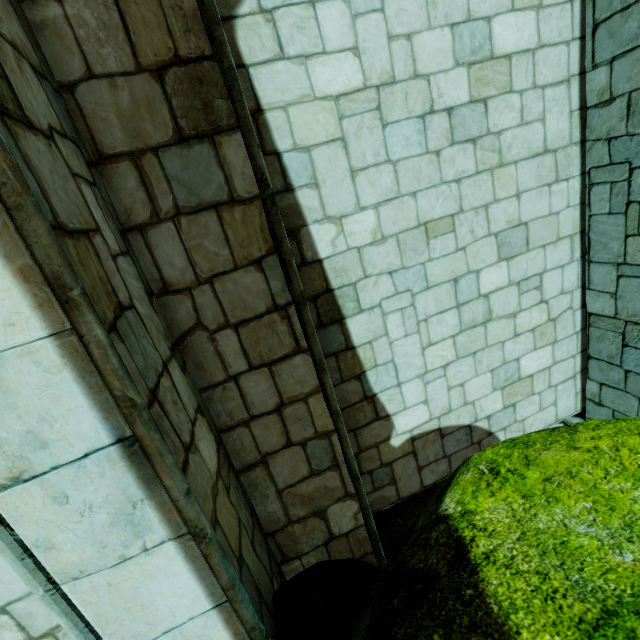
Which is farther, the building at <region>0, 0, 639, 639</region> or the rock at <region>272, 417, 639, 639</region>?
the building at <region>0, 0, 639, 639</region>

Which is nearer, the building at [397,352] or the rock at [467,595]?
the rock at [467,595]

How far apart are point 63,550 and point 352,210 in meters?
3.0 m
